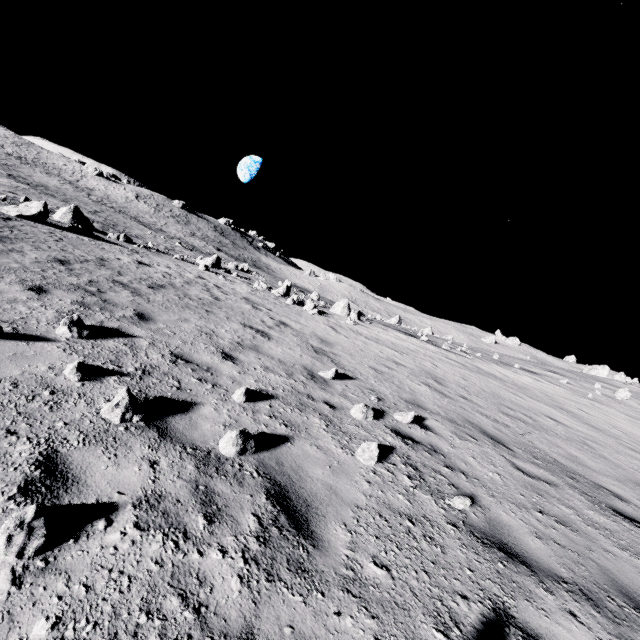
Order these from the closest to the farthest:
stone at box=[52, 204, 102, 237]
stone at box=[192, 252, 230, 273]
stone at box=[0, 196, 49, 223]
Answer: stone at box=[0, 196, 49, 223] < stone at box=[52, 204, 102, 237] < stone at box=[192, 252, 230, 273]

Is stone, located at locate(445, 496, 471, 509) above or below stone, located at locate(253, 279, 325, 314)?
below

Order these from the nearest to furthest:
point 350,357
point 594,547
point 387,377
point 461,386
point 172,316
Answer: point 594,547
point 172,316
point 387,377
point 350,357
point 461,386

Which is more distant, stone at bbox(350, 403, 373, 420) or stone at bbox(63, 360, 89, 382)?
stone at bbox(350, 403, 373, 420)

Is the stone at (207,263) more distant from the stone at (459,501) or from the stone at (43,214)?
the stone at (459,501)

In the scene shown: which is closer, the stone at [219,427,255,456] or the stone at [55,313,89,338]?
the stone at [219,427,255,456]

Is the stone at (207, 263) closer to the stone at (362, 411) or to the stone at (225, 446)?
the stone at (362, 411)

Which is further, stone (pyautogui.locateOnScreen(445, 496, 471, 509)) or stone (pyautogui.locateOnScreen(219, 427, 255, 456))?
stone (pyautogui.locateOnScreen(445, 496, 471, 509))
